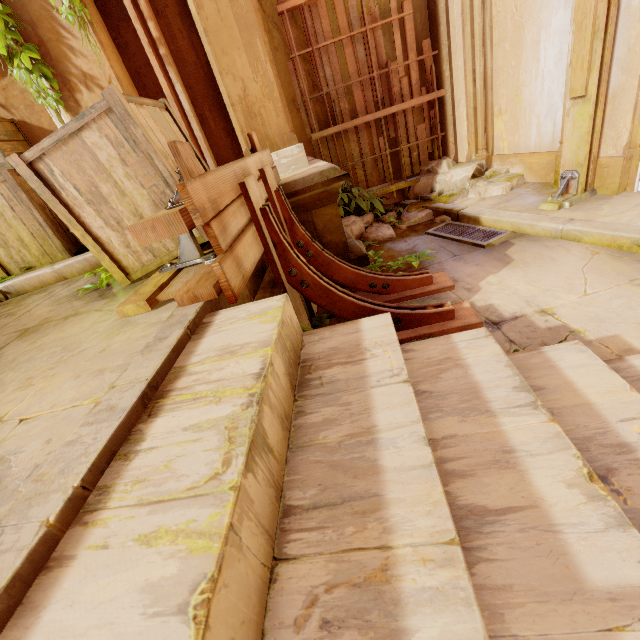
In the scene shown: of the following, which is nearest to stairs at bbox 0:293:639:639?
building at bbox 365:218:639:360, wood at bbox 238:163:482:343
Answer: building at bbox 365:218:639:360

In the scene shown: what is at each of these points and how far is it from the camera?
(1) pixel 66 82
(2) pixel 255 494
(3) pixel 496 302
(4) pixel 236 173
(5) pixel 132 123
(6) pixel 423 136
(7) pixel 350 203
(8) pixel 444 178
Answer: (1) column, 3.3m
(2) stairs, 0.8m
(3) building, 2.9m
(4) trim, 2.2m
(5) crate, 1.9m
(6) wood, 5.5m
(7) plant, 5.7m
(8) rubble, 5.4m

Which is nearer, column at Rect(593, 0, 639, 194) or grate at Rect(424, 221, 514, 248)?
column at Rect(593, 0, 639, 194)

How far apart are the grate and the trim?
2.3m

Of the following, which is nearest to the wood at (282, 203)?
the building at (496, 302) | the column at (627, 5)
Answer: the building at (496, 302)

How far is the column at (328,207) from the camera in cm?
324

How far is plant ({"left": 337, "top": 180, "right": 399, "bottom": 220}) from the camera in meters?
5.5 m

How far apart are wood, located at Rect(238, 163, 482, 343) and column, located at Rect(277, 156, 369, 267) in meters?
0.8
